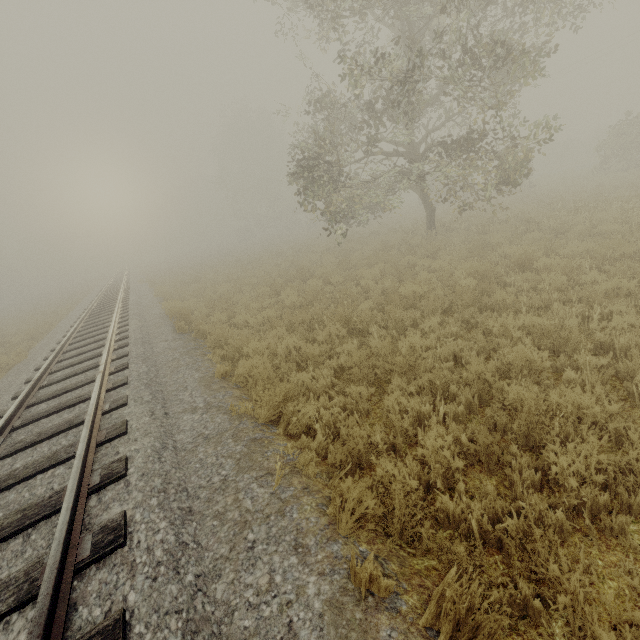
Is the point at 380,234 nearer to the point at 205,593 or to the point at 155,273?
the point at 205,593
